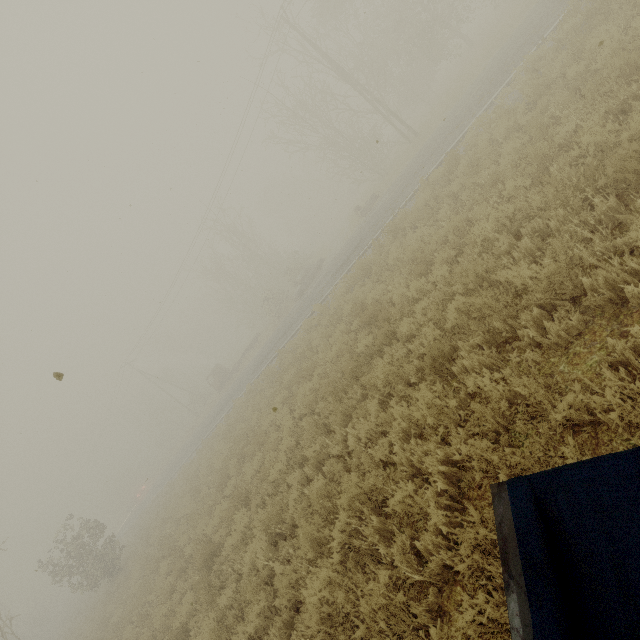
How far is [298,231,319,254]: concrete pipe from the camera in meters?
50.7

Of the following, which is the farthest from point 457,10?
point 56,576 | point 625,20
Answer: point 56,576

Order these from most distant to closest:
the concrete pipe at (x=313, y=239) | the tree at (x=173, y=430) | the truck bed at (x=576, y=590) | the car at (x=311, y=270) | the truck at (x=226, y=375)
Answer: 1. the concrete pipe at (x=313, y=239)
2. the tree at (x=173, y=430)
3. the truck at (x=226, y=375)
4. the car at (x=311, y=270)
5. the truck bed at (x=576, y=590)

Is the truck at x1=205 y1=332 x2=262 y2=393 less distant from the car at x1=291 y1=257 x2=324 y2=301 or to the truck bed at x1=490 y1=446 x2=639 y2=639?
the car at x1=291 y1=257 x2=324 y2=301

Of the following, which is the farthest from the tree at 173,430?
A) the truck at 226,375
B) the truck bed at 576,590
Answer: the truck bed at 576,590

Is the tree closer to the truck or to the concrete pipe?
the truck

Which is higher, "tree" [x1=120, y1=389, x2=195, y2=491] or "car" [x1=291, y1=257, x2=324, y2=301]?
"tree" [x1=120, y1=389, x2=195, y2=491]

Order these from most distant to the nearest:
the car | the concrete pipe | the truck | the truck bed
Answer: the concrete pipe
the truck
the car
the truck bed
